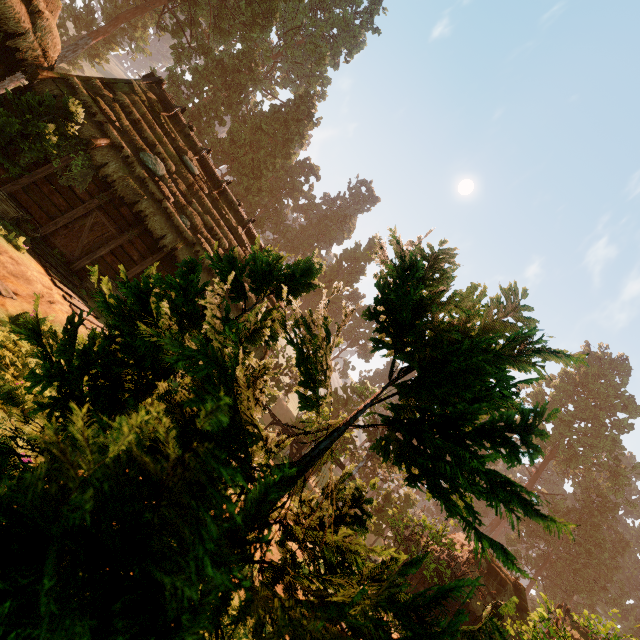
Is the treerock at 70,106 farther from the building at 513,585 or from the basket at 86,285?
the basket at 86,285

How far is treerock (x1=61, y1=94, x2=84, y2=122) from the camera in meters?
9.4

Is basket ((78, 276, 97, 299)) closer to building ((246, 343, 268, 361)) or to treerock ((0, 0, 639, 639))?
building ((246, 343, 268, 361))

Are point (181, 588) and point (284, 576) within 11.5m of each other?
yes

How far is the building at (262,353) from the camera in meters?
14.9 m

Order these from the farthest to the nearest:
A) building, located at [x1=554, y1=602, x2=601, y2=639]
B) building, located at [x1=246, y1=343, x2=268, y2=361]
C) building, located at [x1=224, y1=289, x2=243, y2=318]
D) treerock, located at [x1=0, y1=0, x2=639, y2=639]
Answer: building, located at [x1=554, y1=602, x2=601, y2=639]
building, located at [x1=246, y1=343, x2=268, y2=361]
building, located at [x1=224, y1=289, x2=243, y2=318]
treerock, located at [x1=0, y1=0, x2=639, y2=639]

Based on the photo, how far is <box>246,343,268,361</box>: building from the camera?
14.90m
